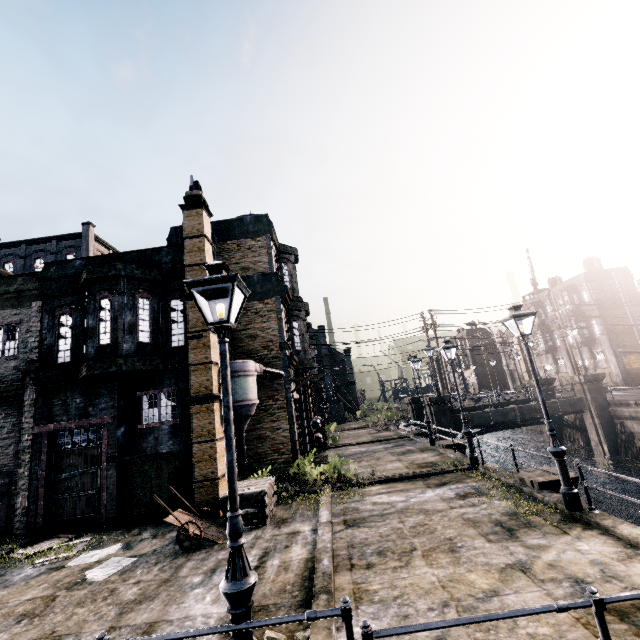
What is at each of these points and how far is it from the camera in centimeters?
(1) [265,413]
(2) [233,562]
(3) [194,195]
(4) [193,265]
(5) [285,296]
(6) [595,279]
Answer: (1) building, 1827cm
(2) street light, 400cm
(3) chimney, 1575cm
(4) column, 1473cm
(5) cornice, 2002cm
(6) building, 3941cm

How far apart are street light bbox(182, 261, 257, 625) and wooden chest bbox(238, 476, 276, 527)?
7.2 meters

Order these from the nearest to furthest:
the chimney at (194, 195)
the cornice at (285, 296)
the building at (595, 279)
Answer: the chimney at (194, 195) < the cornice at (285, 296) < the building at (595, 279)

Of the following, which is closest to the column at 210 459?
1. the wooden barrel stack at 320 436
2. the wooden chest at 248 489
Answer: the wooden chest at 248 489

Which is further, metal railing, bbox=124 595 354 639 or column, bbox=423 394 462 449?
column, bbox=423 394 462 449

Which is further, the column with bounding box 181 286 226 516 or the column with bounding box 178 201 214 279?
the column with bounding box 178 201 214 279

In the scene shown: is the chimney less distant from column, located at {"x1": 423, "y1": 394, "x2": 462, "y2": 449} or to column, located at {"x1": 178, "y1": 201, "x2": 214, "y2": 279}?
column, located at {"x1": 178, "y1": 201, "x2": 214, "y2": 279}

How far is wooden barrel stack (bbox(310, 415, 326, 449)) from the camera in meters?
26.2 m
